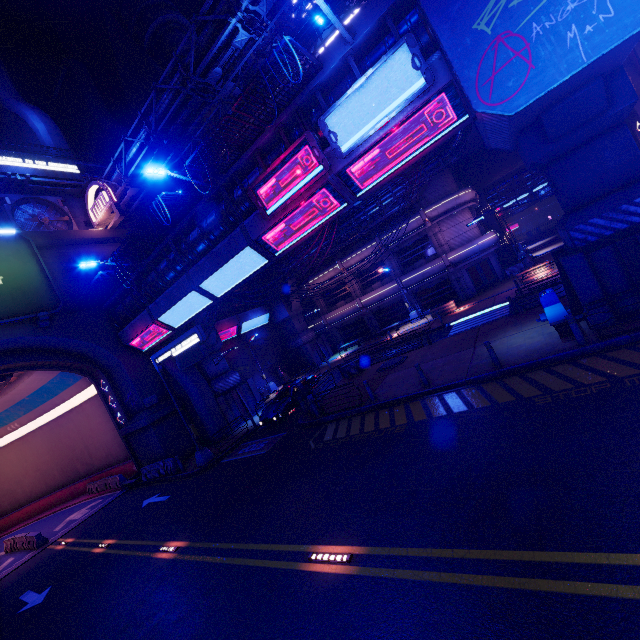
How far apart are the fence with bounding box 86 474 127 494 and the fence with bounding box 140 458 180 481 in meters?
6.6

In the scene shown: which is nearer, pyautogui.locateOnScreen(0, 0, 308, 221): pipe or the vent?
pyautogui.locateOnScreen(0, 0, 308, 221): pipe

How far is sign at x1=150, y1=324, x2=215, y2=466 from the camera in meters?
16.8 m

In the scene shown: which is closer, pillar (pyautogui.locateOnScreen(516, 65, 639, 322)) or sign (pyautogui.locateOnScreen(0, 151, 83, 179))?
pillar (pyautogui.locateOnScreen(516, 65, 639, 322))

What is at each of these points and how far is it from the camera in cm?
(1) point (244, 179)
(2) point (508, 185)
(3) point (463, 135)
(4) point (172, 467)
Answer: (1) walkway, 1484
(2) walkway, 3606
(3) pipe, 2061
(4) fence, 2050

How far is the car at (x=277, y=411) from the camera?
19.8m

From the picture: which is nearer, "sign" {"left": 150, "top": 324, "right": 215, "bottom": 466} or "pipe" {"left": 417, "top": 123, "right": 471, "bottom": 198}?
"sign" {"left": 150, "top": 324, "right": 215, "bottom": 466}

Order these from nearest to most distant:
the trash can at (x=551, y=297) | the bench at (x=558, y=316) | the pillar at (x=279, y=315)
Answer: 1. the bench at (x=558, y=316)
2. the trash can at (x=551, y=297)
3. the pillar at (x=279, y=315)
